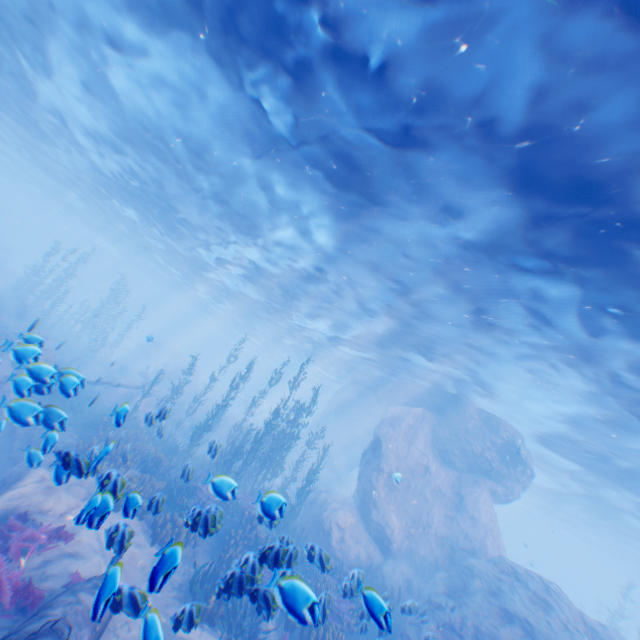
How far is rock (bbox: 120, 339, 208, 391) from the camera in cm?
3475

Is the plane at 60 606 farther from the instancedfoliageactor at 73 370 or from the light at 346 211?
the light at 346 211

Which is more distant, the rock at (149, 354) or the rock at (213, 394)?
the rock at (149, 354)

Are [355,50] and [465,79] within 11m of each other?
yes

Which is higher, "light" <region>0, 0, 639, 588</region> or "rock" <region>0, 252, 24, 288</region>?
"light" <region>0, 0, 639, 588</region>

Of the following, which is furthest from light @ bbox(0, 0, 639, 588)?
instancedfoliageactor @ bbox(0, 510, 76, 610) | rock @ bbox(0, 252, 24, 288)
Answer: instancedfoliageactor @ bbox(0, 510, 76, 610)
